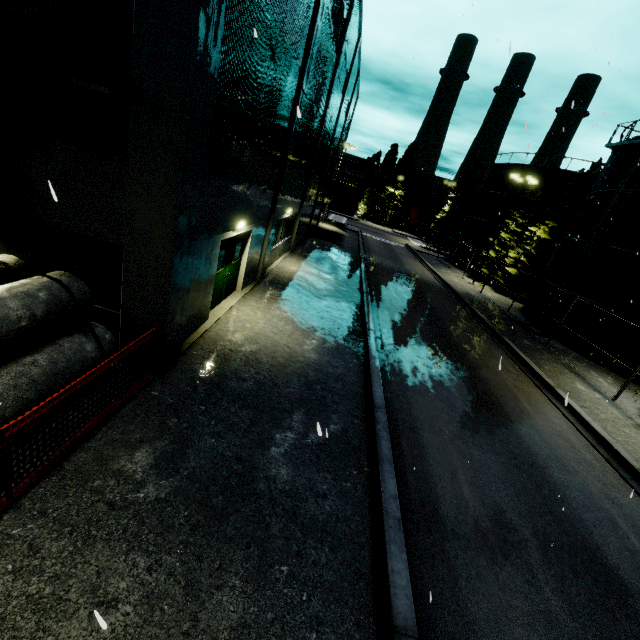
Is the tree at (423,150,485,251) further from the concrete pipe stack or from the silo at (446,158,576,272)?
the concrete pipe stack

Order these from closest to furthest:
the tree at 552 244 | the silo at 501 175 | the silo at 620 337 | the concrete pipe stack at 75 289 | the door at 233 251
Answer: the concrete pipe stack at 75 289 → the door at 233 251 → the silo at 620 337 → the tree at 552 244 → the silo at 501 175

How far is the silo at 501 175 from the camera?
31.55m

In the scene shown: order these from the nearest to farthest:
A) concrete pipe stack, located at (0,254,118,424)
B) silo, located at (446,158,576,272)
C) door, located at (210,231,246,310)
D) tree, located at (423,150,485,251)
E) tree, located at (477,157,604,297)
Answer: concrete pipe stack, located at (0,254,118,424), door, located at (210,231,246,310), tree, located at (477,157,604,297), silo, located at (446,158,576,272), tree, located at (423,150,485,251)

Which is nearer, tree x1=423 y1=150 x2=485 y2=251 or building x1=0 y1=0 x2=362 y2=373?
building x1=0 y1=0 x2=362 y2=373

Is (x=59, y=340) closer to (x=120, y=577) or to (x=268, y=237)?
(x=120, y=577)

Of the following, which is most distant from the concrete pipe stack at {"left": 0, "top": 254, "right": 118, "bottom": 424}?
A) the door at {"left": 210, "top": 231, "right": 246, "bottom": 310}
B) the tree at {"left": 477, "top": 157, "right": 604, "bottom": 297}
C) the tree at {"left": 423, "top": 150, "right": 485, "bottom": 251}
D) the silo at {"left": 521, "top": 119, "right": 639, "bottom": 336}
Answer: the tree at {"left": 423, "top": 150, "right": 485, "bottom": 251}

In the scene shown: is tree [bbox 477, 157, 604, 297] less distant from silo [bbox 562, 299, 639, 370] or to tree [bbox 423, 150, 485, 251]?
silo [bbox 562, 299, 639, 370]
